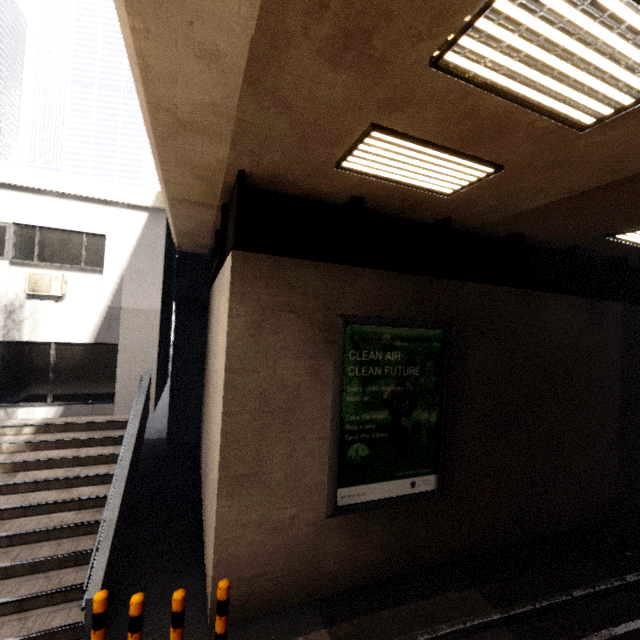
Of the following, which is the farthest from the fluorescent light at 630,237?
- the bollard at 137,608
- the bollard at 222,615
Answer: the bollard at 137,608

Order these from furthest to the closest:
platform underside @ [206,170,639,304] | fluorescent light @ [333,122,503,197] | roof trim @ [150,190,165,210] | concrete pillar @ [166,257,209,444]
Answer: concrete pillar @ [166,257,209,444] < roof trim @ [150,190,165,210] < platform underside @ [206,170,639,304] < fluorescent light @ [333,122,503,197]

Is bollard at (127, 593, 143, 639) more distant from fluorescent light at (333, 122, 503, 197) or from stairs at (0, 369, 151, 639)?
fluorescent light at (333, 122, 503, 197)

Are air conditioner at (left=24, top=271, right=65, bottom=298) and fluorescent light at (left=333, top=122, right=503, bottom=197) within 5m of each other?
no

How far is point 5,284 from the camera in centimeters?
806cm

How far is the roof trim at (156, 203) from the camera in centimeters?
913cm

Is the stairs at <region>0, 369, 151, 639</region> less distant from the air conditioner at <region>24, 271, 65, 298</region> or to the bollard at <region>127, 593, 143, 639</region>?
the bollard at <region>127, 593, 143, 639</region>

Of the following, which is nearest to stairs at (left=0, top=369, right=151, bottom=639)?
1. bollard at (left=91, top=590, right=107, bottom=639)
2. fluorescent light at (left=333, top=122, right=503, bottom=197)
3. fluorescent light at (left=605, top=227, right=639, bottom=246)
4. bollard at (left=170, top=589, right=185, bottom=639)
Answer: bollard at (left=91, top=590, right=107, bottom=639)
